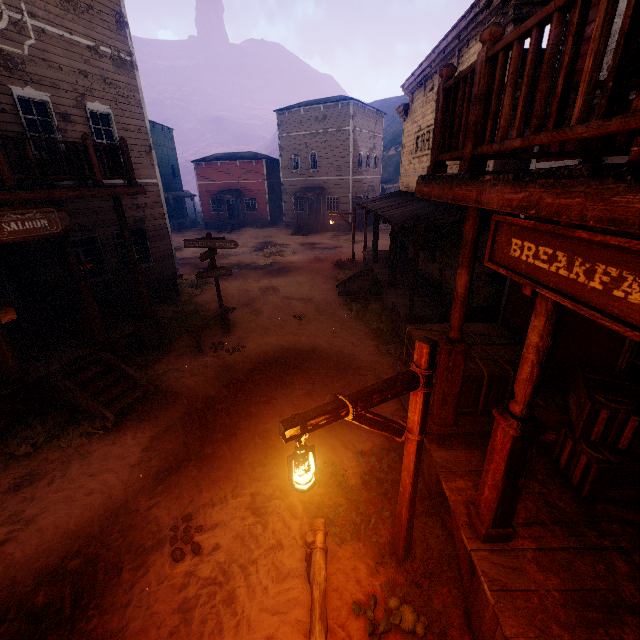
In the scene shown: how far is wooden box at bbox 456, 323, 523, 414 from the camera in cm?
544

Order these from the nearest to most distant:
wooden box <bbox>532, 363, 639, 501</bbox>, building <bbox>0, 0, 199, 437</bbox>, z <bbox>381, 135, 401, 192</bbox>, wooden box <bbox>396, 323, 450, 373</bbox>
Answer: wooden box <bbox>532, 363, 639, 501</bbox> → wooden box <bbox>396, 323, 450, 373</bbox> → building <bbox>0, 0, 199, 437</bbox> → z <bbox>381, 135, 401, 192</bbox>

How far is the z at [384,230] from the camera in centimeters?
2484cm

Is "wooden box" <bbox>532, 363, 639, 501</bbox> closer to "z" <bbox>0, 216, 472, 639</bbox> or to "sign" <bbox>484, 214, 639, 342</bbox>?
"z" <bbox>0, 216, 472, 639</bbox>

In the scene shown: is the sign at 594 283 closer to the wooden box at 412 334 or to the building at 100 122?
the building at 100 122

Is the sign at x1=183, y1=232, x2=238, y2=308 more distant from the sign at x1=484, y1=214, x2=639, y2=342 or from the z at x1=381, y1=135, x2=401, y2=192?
the sign at x1=484, y1=214, x2=639, y2=342

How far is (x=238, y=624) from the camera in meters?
3.8

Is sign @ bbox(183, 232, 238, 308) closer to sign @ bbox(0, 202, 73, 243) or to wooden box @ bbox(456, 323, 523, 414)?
sign @ bbox(0, 202, 73, 243)
